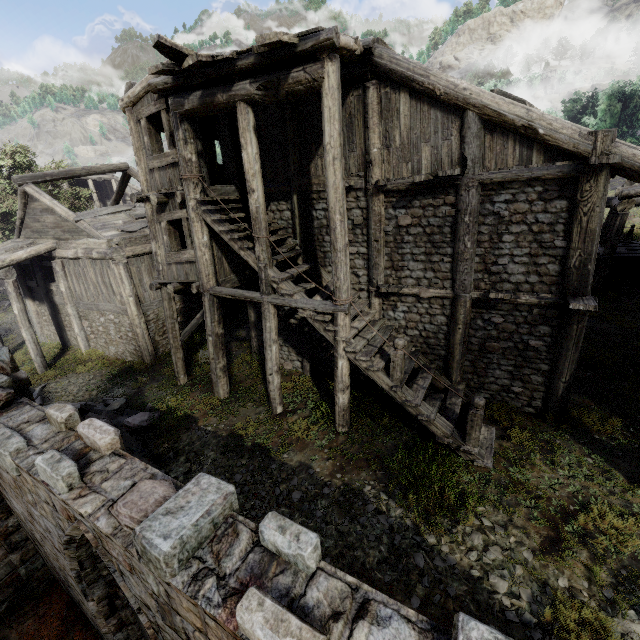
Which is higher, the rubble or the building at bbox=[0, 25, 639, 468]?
the building at bbox=[0, 25, 639, 468]

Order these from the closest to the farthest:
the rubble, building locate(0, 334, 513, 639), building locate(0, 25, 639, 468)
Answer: building locate(0, 334, 513, 639) < building locate(0, 25, 639, 468) < the rubble

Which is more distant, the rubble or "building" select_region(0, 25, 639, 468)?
the rubble

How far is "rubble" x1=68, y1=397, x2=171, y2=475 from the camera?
9.4m

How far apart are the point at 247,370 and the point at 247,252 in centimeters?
553cm

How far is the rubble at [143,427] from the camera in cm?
945

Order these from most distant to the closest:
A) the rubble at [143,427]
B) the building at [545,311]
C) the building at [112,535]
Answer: the rubble at [143,427] → the building at [545,311] → the building at [112,535]
